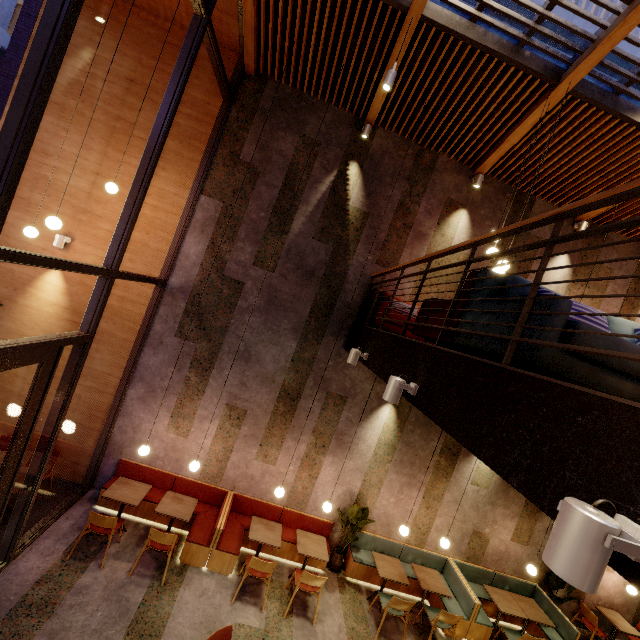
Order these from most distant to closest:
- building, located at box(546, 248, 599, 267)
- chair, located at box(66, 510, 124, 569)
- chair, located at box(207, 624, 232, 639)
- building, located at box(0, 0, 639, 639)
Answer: building, located at box(546, 248, 599, 267) → chair, located at box(66, 510, 124, 569) → chair, located at box(207, 624, 232, 639) → building, located at box(0, 0, 639, 639)

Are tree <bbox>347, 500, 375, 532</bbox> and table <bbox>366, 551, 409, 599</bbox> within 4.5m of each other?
yes

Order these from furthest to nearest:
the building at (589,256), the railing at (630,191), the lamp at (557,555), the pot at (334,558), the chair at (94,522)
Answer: the building at (589,256), the pot at (334,558), the chair at (94,522), the railing at (630,191), the lamp at (557,555)

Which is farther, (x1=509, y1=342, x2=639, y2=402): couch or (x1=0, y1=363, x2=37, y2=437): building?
(x1=0, y1=363, x2=37, y2=437): building

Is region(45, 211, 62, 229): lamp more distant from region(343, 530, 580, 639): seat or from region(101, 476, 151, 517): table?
region(343, 530, 580, 639): seat

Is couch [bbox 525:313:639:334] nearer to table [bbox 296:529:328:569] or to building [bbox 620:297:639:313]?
building [bbox 620:297:639:313]

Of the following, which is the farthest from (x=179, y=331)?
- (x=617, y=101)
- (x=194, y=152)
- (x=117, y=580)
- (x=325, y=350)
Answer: (x=617, y=101)

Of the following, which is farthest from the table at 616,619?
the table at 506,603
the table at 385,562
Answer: the table at 385,562
